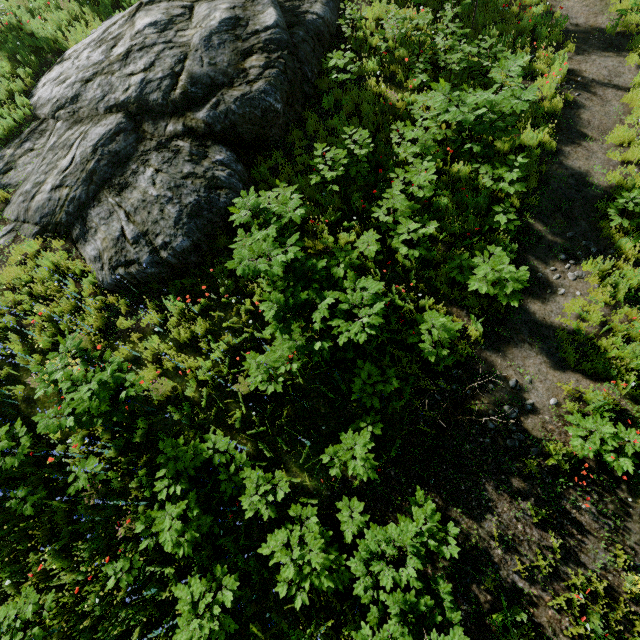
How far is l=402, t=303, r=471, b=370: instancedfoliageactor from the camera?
5.9m

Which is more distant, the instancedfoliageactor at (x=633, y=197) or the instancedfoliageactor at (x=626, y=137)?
the instancedfoliageactor at (x=626, y=137)

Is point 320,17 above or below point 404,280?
above

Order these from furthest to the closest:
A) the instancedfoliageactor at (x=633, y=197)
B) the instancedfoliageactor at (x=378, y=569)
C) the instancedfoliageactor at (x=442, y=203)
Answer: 1. the instancedfoliageactor at (x=442, y=203)
2. the instancedfoliageactor at (x=633, y=197)
3. the instancedfoliageactor at (x=378, y=569)

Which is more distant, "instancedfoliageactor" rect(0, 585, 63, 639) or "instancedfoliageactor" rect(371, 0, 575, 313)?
"instancedfoliageactor" rect(371, 0, 575, 313)

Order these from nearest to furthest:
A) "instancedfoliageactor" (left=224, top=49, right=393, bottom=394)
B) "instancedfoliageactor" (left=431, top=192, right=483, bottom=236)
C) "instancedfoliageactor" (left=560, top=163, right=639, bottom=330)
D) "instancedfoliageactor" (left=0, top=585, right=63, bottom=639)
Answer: "instancedfoliageactor" (left=0, top=585, right=63, bottom=639) → "instancedfoliageactor" (left=224, top=49, right=393, bottom=394) → "instancedfoliageactor" (left=560, top=163, right=639, bottom=330) → "instancedfoliageactor" (left=431, top=192, right=483, bottom=236)
